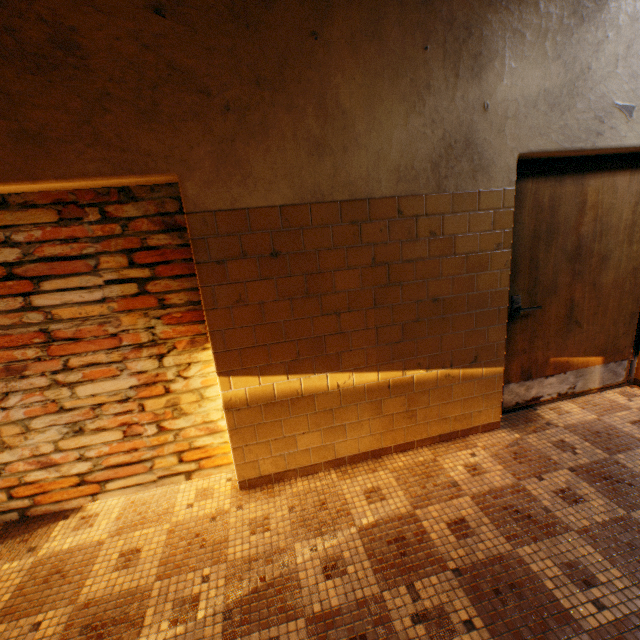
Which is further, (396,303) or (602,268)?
(602,268)
